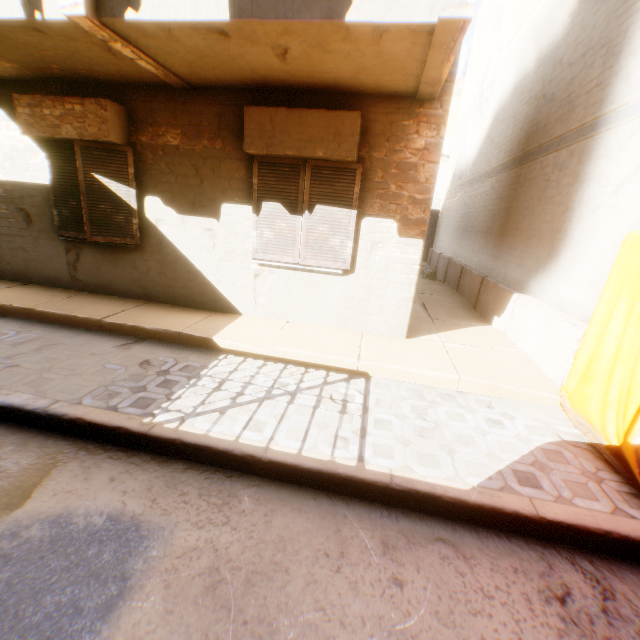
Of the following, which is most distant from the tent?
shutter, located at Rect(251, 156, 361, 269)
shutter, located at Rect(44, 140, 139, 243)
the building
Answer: shutter, located at Rect(44, 140, 139, 243)

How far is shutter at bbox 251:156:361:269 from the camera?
4.77m

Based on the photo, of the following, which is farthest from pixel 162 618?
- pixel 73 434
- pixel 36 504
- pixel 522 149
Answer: pixel 522 149

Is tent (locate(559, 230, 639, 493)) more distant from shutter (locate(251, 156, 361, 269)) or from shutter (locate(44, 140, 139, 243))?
shutter (locate(44, 140, 139, 243))

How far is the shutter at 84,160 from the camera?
5.2m

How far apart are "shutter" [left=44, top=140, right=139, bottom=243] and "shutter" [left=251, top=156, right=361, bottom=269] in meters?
2.1

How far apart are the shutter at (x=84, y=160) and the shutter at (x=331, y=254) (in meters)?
2.06
